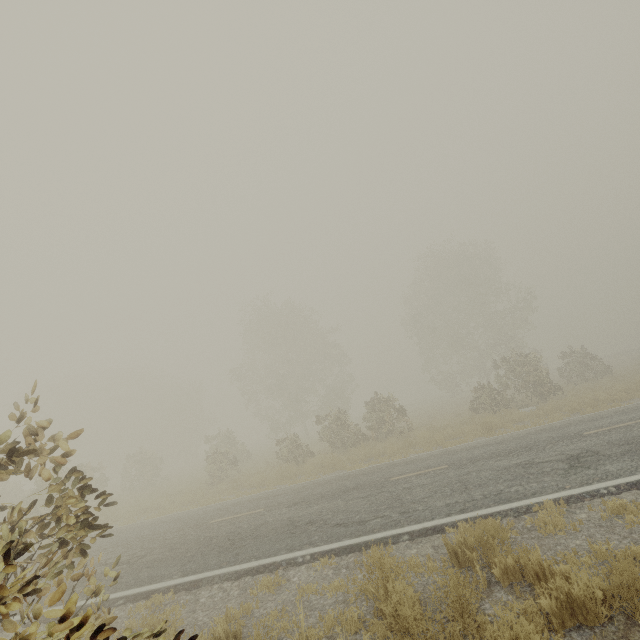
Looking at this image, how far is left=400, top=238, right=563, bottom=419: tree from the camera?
20.7m

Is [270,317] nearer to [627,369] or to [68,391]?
[627,369]

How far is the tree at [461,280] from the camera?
20.7m
